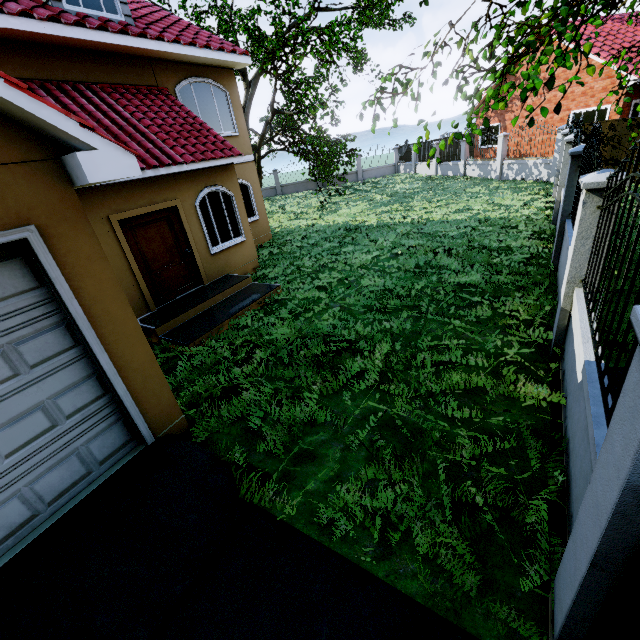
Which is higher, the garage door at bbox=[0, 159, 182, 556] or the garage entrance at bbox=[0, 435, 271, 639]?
the garage door at bbox=[0, 159, 182, 556]

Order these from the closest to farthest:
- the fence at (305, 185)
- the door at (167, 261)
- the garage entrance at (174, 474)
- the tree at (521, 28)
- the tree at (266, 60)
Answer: the garage entrance at (174, 474) < the tree at (521, 28) < the door at (167, 261) < the tree at (266, 60) < the fence at (305, 185)

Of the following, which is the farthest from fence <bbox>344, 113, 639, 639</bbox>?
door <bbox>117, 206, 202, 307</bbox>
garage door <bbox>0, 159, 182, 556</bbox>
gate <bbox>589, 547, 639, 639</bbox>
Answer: door <bbox>117, 206, 202, 307</bbox>

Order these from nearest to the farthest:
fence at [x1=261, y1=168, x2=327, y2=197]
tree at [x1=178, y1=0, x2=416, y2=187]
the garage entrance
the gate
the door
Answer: the gate → the garage entrance → the door → tree at [x1=178, y1=0, x2=416, y2=187] → fence at [x1=261, y1=168, x2=327, y2=197]

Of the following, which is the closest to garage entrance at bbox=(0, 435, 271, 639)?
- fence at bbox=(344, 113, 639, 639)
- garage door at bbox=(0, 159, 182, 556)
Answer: garage door at bbox=(0, 159, 182, 556)

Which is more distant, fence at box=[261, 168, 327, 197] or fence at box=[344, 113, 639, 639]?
fence at box=[261, 168, 327, 197]

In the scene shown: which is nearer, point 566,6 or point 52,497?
point 52,497

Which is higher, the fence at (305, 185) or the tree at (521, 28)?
the tree at (521, 28)
